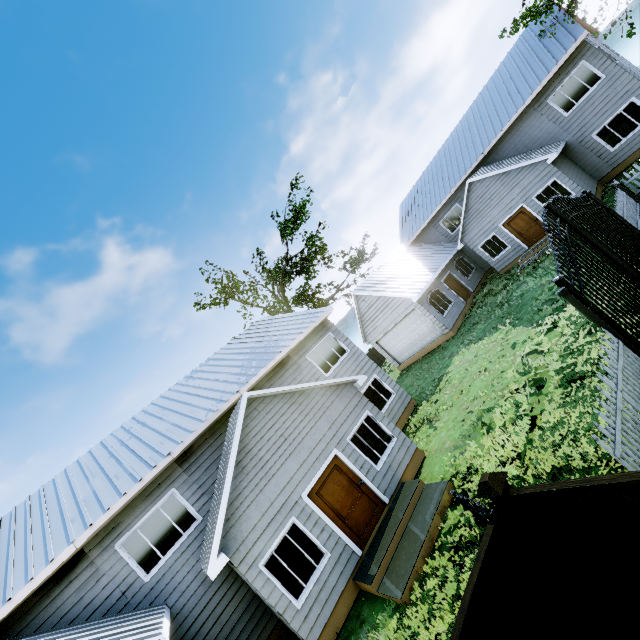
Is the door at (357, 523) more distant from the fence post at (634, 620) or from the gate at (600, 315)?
the gate at (600, 315)

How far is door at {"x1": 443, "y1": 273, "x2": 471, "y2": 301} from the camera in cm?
2185

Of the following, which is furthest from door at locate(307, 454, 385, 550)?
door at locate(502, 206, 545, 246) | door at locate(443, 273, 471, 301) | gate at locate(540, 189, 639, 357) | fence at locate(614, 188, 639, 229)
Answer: door at locate(502, 206, 545, 246)

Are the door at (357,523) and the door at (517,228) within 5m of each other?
no

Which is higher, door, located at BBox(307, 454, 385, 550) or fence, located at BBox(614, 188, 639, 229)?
door, located at BBox(307, 454, 385, 550)

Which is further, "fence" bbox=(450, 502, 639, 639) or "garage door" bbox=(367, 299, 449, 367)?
"garage door" bbox=(367, 299, 449, 367)

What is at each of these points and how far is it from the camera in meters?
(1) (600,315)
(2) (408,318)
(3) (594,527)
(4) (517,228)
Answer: (1) gate, 6.7
(2) garage door, 21.1
(3) fence, 3.1
(4) door, 18.9

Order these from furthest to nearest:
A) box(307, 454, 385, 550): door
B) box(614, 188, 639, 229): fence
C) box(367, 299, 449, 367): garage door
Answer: A:
1. box(367, 299, 449, 367): garage door
2. box(614, 188, 639, 229): fence
3. box(307, 454, 385, 550): door
